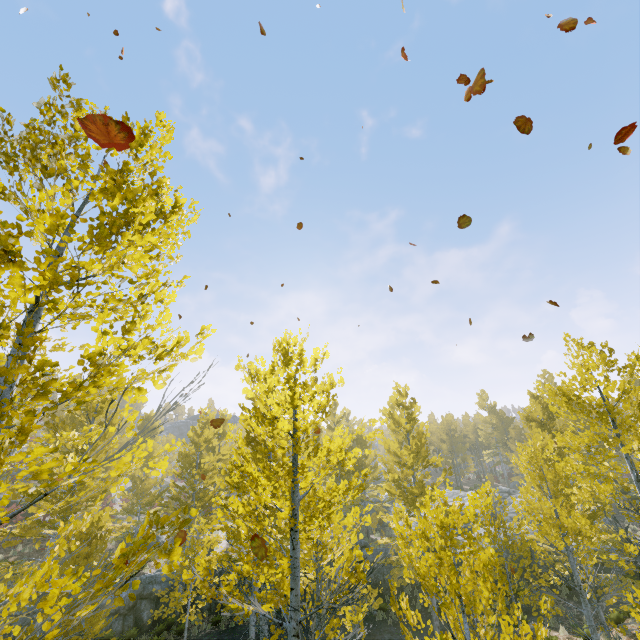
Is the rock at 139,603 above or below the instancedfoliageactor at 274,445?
below

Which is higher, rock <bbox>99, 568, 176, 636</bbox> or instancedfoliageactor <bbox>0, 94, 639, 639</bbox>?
instancedfoliageactor <bbox>0, 94, 639, 639</bbox>

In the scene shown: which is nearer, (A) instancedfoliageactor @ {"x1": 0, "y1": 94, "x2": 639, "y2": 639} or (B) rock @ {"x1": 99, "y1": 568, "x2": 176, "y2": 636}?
(A) instancedfoliageactor @ {"x1": 0, "y1": 94, "x2": 639, "y2": 639}

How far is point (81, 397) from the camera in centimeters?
234cm

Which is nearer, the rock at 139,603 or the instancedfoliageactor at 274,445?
the instancedfoliageactor at 274,445
